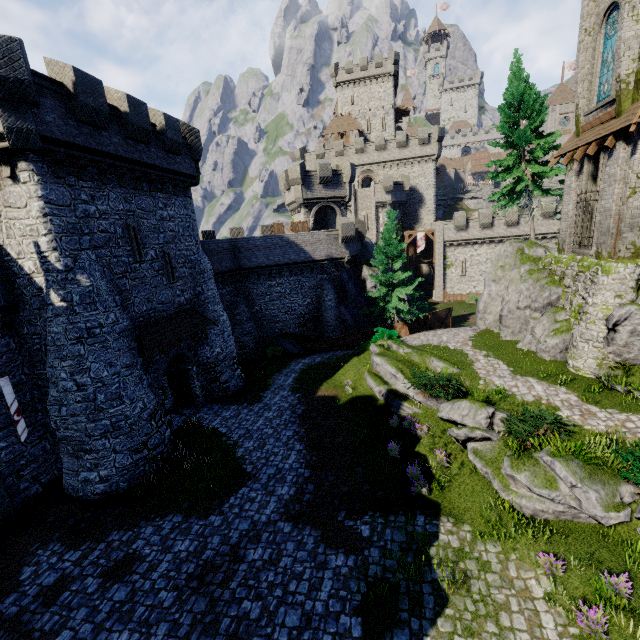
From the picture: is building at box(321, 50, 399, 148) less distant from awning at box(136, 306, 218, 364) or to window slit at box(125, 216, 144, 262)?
awning at box(136, 306, 218, 364)

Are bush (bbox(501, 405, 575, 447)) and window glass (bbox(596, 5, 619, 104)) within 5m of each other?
no

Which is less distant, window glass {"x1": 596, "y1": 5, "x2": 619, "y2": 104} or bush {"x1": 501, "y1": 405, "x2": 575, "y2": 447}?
bush {"x1": 501, "y1": 405, "x2": 575, "y2": 447}

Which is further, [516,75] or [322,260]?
[322,260]

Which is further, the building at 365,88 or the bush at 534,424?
the building at 365,88

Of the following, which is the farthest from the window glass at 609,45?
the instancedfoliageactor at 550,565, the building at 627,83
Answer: the instancedfoliageactor at 550,565

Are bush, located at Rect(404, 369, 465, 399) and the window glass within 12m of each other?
no

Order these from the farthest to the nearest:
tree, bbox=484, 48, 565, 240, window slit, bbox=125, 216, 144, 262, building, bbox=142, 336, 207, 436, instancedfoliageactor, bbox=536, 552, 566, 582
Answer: tree, bbox=484, 48, 565, 240 < building, bbox=142, 336, 207, 436 < window slit, bbox=125, 216, 144, 262 < instancedfoliageactor, bbox=536, 552, 566, 582
